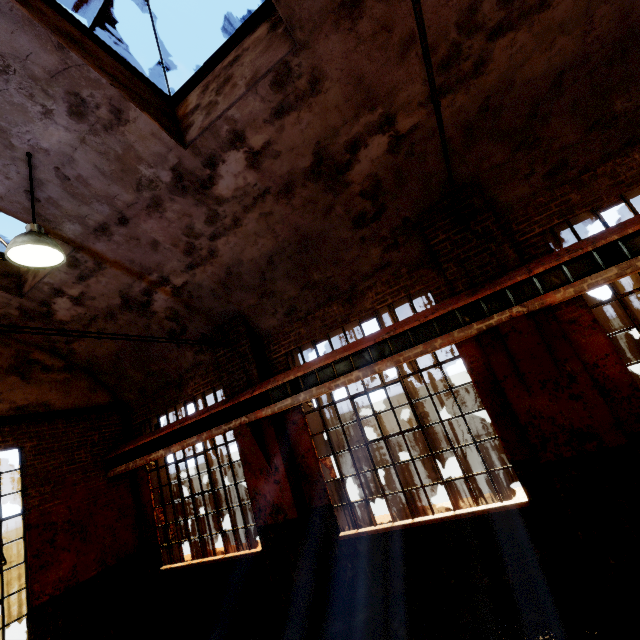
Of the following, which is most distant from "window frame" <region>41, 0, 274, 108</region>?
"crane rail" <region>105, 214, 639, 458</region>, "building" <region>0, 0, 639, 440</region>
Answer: "crane rail" <region>105, 214, 639, 458</region>

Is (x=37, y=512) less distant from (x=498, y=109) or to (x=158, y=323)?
(x=158, y=323)

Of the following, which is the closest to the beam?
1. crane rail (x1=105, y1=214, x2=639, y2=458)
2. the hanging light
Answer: crane rail (x1=105, y1=214, x2=639, y2=458)

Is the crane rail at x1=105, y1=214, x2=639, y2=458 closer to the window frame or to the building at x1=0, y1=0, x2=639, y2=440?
the building at x1=0, y1=0, x2=639, y2=440

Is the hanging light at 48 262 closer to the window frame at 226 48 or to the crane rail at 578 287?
the window frame at 226 48

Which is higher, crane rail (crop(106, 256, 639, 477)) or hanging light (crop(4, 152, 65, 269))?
hanging light (crop(4, 152, 65, 269))

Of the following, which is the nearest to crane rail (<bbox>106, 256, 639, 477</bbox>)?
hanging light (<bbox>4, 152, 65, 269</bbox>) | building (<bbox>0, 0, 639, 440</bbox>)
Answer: building (<bbox>0, 0, 639, 440</bbox>)

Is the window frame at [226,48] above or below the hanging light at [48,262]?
above
